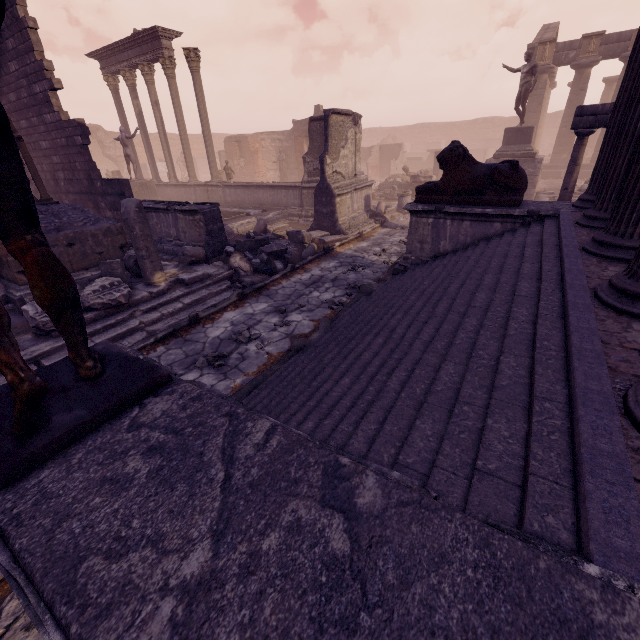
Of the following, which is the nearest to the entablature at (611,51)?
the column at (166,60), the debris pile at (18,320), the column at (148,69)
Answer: the column at (166,60)

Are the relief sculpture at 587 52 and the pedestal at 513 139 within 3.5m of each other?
no

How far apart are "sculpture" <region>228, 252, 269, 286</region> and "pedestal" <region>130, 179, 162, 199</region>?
9.73m

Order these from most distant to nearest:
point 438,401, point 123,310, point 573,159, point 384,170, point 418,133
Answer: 1. point 418,133
2. point 384,170
3. point 573,159
4. point 123,310
5. point 438,401

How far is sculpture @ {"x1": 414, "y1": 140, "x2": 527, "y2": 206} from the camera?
5.8 meters

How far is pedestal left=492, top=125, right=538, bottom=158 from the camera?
14.6m

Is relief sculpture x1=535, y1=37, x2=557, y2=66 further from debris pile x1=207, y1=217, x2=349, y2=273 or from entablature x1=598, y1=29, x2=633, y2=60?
debris pile x1=207, y1=217, x2=349, y2=273

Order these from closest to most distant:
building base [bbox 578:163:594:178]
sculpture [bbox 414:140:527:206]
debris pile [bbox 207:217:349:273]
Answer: sculpture [bbox 414:140:527:206], debris pile [bbox 207:217:349:273], building base [bbox 578:163:594:178]
